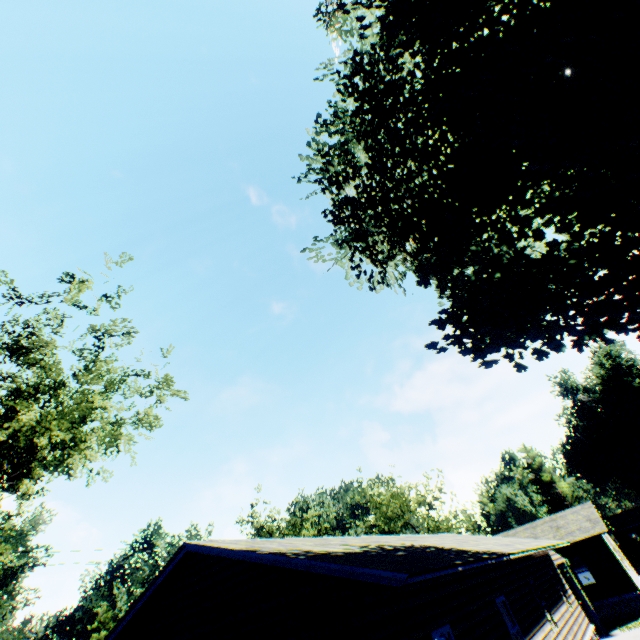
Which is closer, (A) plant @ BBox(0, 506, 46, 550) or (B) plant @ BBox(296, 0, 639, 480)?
(B) plant @ BBox(296, 0, 639, 480)

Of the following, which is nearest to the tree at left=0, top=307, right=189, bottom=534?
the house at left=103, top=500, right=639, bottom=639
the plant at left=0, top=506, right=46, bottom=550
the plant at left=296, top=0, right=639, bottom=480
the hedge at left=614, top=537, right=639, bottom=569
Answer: the plant at left=296, top=0, right=639, bottom=480

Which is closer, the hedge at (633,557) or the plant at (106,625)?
the hedge at (633,557)

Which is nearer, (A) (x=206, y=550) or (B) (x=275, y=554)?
(B) (x=275, y=554)

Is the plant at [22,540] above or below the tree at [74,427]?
above

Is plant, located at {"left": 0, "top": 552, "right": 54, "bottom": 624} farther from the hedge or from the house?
the hedge

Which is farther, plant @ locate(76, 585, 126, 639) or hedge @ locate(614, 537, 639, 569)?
plant @ locate(76, 585, 126, 639)

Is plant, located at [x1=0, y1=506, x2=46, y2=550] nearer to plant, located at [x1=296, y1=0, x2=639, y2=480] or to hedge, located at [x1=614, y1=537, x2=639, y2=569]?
hedge, located at [x1=614, y1=537, x2=639, y2=569]
